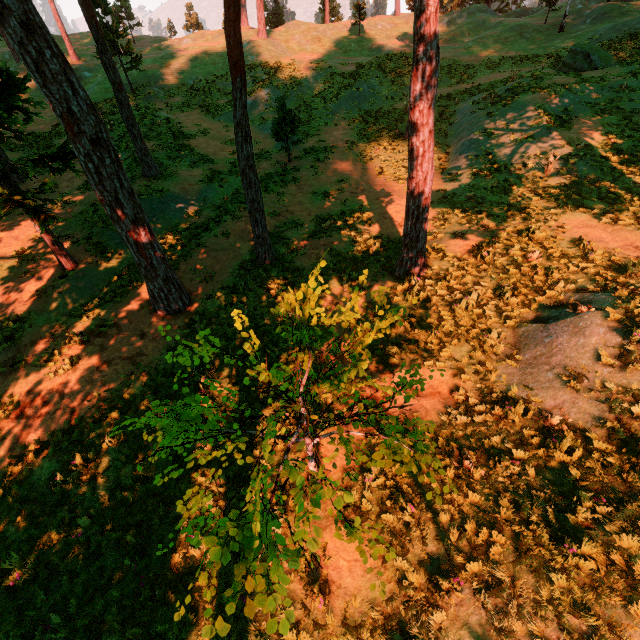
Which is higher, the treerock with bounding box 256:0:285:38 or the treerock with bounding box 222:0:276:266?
the treerock with bounding box 256:0:285:38

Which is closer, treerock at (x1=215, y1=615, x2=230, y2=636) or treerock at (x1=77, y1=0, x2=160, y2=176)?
treerock at (x1=215, y1=615, x2=230, y2=636)

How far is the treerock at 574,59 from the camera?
20.19m

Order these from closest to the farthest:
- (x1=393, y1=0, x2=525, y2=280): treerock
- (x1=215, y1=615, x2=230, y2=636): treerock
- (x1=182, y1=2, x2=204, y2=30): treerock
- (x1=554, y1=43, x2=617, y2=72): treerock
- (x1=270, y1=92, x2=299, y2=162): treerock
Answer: (x1=215, y1=615, x2=230, y2=636): treerock < (x1=393, y1=0, x2=525, y2=280): treerock < (x1=270, y1=92, x2=299, y2=162): treerock < (x1=554, y1=43, x2=617, y2=72): treerock < (x1=182, y1=2, x2=204, y2=30): treerock

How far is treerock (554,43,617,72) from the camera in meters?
20.2 m

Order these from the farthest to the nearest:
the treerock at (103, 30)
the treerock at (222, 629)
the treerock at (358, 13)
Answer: the treerock at (358, 13) < the treerock at (103, 30) < the treerock at (222, 629)

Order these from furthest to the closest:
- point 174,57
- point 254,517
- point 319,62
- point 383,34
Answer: point 383,34
point 174,57
point 319,62
point 254,517
